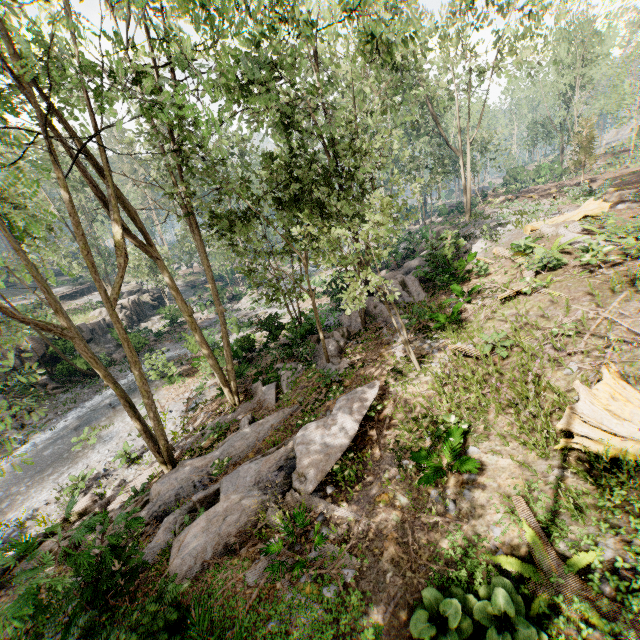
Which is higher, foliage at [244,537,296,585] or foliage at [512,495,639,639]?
foliage at [512,495,639,639]

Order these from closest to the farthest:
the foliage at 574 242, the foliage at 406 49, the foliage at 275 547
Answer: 1. the foliage at 275 547
2. the foliage at 406 49
3. the foliage at 574 242

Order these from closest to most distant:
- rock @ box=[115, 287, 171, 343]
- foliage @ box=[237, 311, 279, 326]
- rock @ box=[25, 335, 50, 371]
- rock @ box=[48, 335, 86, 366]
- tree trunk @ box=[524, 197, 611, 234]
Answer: tree trunk @ box=[524, 197, 611, 234] → foliage @ box=[237, 311, 279, 326] → rock @ box=[48, 335, 86, 366] → rock @ box=[25, 335, 50, 371] → rock @ box=[115, 287, 171, 343]

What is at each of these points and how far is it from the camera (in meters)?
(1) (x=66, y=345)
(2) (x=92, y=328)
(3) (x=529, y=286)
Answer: (1) rock, 26.66
(2) rock, 31.78
(3) foliage, 11.28

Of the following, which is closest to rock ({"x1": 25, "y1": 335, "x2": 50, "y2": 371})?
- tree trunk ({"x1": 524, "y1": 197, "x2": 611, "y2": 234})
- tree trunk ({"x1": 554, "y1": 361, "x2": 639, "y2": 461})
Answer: tree trunk ({"x1": 524, "y1": 197, "x2": 611, "y2": 234})

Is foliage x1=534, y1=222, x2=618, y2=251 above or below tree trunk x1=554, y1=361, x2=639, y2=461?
above

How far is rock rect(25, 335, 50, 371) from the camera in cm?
2612

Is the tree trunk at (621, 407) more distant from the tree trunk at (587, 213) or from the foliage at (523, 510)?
the tree trunk at (587, 213)
